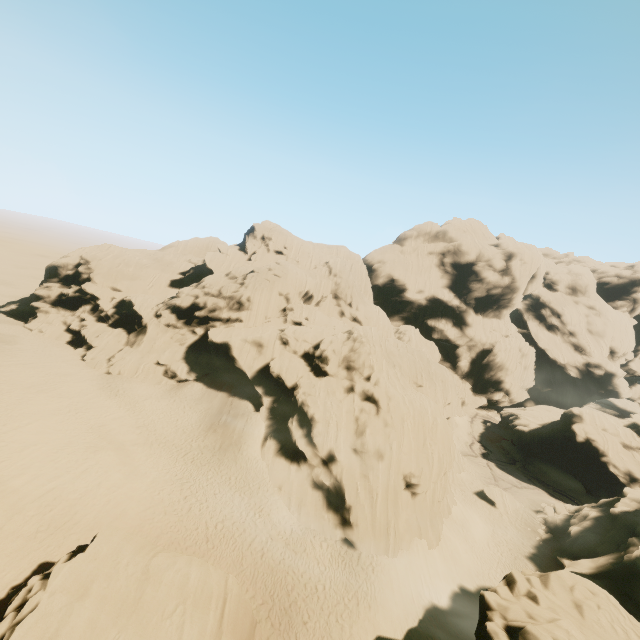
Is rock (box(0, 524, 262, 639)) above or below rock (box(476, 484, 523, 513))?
above

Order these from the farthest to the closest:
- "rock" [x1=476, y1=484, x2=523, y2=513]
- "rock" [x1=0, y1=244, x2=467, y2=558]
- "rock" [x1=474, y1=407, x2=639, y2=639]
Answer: "rock" [x1=476, y1=484, x2=523, y2=513] → "rock" [x1=0, y1=244, x2=467, y2=558] → "rock" [x1=474, y1=407, x2=639, y2=639]

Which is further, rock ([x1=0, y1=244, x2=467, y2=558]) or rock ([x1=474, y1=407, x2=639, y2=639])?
rock ([x1=0, y1=244, x2=467, y2=558])

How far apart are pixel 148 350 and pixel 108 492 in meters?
26.5 m

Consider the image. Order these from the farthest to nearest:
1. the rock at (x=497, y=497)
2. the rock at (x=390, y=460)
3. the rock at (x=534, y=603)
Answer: the rock at (x=497, y=497), the rock at (x=390, y=460), the rock at (x=534, y=603)

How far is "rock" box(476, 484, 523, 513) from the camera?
37.25m

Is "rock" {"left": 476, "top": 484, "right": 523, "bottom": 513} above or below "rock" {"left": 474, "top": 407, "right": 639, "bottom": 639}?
below

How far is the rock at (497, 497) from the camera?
37.2 meters
